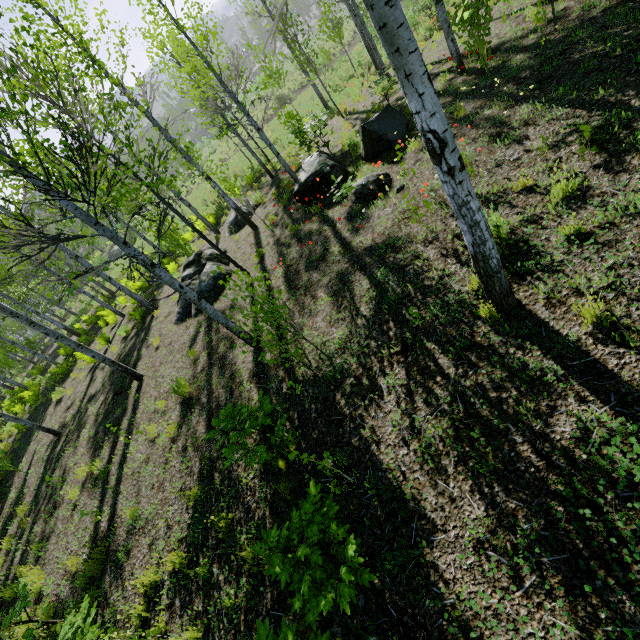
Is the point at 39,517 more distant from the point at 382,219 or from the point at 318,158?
the point at 318,158

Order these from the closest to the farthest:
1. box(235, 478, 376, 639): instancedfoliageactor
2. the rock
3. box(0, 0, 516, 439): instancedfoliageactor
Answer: box(235, 478, 376, 639): instancedfoliageactor < box(0, 0, 516, 439): instancedfoliageactor < the rock

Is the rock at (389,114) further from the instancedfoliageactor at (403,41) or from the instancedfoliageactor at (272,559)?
the instancedfoliageactor at (272,559)

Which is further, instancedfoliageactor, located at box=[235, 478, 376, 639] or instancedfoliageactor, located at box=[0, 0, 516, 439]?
instancedfoliageactor, located at box=[0, 0, 516, 439]

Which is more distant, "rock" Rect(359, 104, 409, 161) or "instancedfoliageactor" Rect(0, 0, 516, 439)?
"rock" Rect(359, 104, 409, 161)

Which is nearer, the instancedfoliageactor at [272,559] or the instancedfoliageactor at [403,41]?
the instancedfoliageactor at [272,559]

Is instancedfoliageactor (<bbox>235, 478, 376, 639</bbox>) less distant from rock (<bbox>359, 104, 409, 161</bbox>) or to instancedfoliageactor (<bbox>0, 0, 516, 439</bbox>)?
rock (<bbox>359, 104, 409, 161</bbox>)
